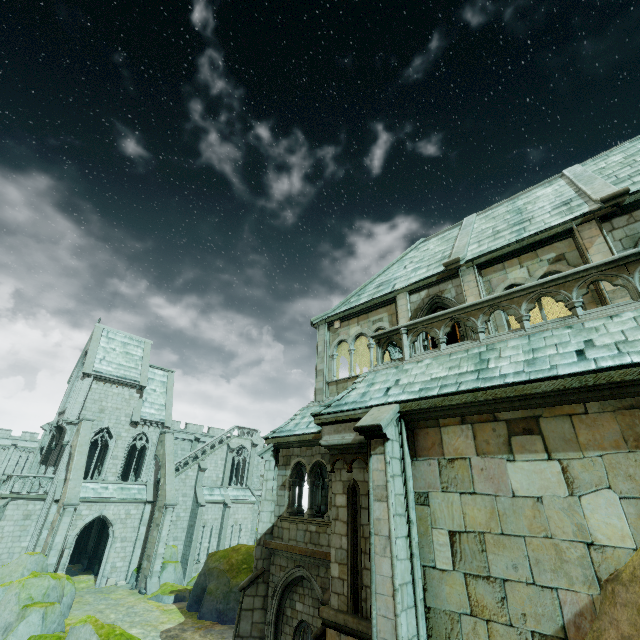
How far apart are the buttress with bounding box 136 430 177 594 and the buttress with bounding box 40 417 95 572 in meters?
5.9

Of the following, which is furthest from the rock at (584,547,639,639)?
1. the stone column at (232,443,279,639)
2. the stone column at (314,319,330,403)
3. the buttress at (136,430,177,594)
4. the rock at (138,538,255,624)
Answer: the buttress at (136,430,177,594)

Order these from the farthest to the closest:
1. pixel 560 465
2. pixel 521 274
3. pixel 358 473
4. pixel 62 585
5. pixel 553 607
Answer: pixel 62 585 → pixel 521 274 → pixel 358 473 → pixel 560 465 → pixel 553 607

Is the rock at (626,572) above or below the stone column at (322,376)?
below

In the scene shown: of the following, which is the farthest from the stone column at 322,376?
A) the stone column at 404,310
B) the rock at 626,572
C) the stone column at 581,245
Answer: the rock at 626,572

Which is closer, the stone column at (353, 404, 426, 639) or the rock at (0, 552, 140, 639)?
the stone column at (353, 404, 426, 639)

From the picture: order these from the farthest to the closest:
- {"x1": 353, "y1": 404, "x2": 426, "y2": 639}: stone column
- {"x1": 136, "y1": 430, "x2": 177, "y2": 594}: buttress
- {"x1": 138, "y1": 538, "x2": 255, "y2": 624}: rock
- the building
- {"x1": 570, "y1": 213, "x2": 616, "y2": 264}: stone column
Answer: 1. the building
2. {"x1": 136, "y1": 430, "x2": 177, "y2": 594}: buttress
3. {"x1": 138, "y1": 538, "x2": 255, "y2": 624}: rock
4. {"x1": 570, "y1": 213, "x2": 616, "y2": 264}: stone column
5. {"x1": 353, "y1": 404, "x2": 426, "y2": 639}: stone column

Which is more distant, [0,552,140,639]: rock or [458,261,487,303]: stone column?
[0,552,140,639]: rock
